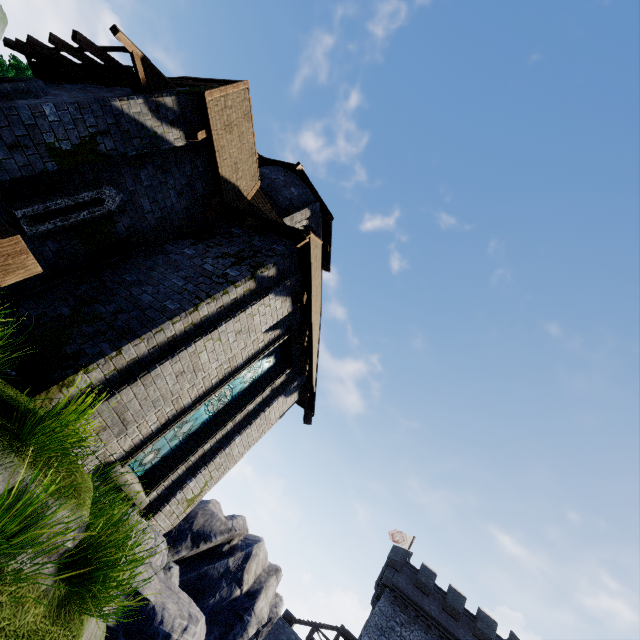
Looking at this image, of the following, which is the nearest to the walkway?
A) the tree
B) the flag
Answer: the tree

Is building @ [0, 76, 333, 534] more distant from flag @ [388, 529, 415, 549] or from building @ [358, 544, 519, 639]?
flag @ [388, 529, 415, 549]

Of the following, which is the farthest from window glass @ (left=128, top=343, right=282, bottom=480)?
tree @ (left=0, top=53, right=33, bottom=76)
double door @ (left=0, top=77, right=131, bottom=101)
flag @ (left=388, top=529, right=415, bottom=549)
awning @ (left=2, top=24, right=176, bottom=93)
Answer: flag @ (left=388, top=529, right=415, bottom=549)

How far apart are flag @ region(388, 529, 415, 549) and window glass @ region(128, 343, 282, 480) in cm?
3561

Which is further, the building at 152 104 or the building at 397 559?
the building at 397 559

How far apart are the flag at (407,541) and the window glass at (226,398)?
35.6 meters

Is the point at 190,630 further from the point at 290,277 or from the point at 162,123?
the point at 162,123

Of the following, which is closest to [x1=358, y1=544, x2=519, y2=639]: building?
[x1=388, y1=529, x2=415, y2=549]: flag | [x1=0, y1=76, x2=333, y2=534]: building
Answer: [x1=388, y1=529, x2=415, y2=549]: flag
